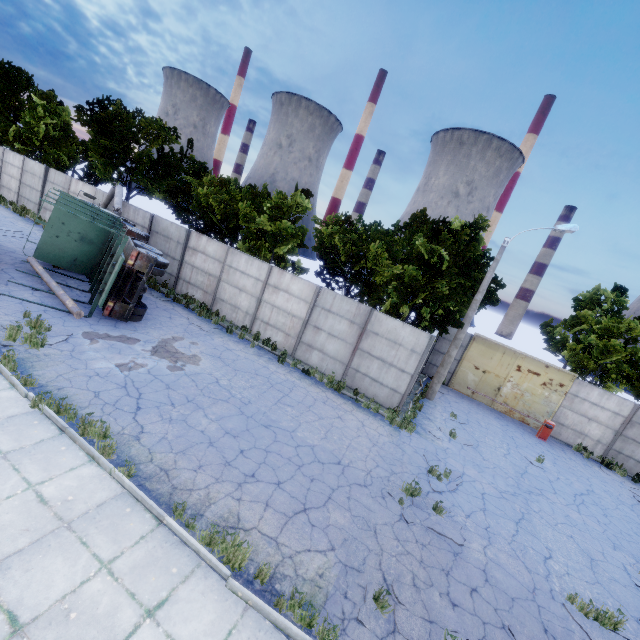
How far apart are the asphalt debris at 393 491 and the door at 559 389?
13.02m

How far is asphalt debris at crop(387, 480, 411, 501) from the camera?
8.6 meters

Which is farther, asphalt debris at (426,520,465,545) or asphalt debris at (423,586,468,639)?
asphalt debris at (426,520,465,545)

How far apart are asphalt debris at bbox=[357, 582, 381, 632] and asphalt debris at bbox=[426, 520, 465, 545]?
1.4 meters

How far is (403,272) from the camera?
18.56m

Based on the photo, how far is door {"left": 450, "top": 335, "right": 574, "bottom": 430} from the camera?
18.8 meters

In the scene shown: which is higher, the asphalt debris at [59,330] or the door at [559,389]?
the door at [559,389]

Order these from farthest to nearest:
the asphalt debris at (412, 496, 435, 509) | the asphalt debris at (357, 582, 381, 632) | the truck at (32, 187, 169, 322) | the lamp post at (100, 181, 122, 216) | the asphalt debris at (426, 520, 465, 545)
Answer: the lamp post at (100, 181, 122, 216) → the truck at (32, 187, 169, 322) → the asphalt debris at (412, 496, 435, 509) → the asphalt debris at (426, 520, 465, 545) → the asphalt debris at (357, 582, 381, 632)
